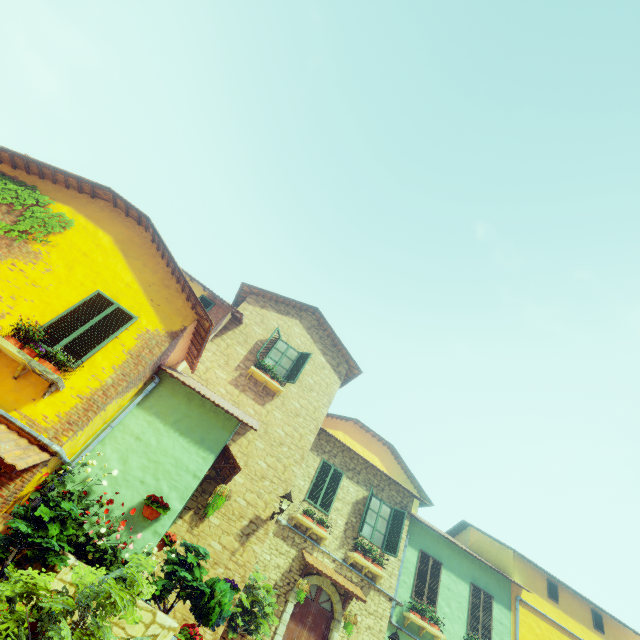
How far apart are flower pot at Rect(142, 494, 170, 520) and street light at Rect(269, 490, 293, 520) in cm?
375

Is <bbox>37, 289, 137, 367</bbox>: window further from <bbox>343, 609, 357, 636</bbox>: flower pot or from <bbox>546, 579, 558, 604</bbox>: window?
<bbox>546, 579, 558, 604</bbox>: window

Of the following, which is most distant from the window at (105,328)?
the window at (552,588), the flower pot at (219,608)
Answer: the window at (552,588)

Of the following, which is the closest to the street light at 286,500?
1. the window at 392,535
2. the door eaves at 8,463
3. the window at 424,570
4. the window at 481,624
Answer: the window at 392,535

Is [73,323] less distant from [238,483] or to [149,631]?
[149,631]

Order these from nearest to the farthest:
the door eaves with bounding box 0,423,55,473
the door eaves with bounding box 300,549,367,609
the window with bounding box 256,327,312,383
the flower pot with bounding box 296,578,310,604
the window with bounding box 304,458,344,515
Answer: the door eaves with bounding box 0,423,55,473
the flower pot with bounding box 296,578,310,604
the door eaves with bounding box 300,549,367,609
the window with bounding box 304,458,344,515
the window with bounding box 256,327,312,383

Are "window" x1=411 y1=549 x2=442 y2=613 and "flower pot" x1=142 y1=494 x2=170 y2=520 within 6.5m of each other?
no

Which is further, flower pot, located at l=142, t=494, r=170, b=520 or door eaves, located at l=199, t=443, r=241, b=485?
door eaves, located at l=199, t=443, r=241, b=485
